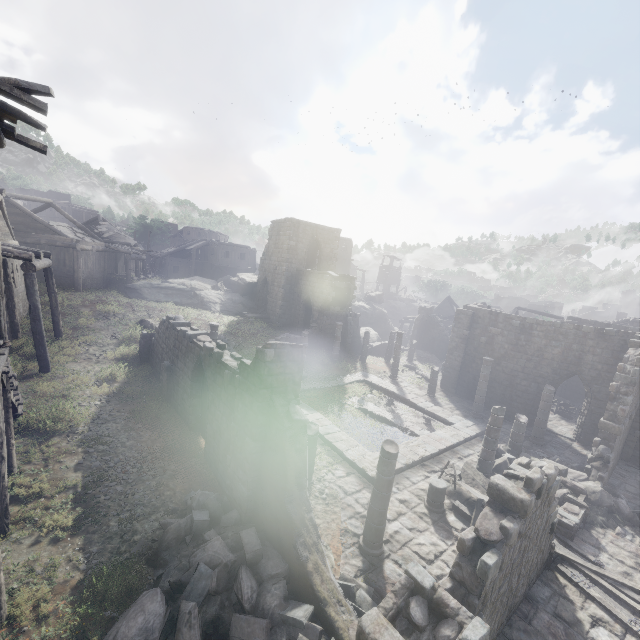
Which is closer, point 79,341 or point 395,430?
point 395,430

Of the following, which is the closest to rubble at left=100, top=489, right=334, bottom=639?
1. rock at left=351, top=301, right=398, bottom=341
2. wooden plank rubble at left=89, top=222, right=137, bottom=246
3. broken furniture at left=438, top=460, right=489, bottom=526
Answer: broken furniture at left=438, top=460, right=489, bottom=526

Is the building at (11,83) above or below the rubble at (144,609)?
above

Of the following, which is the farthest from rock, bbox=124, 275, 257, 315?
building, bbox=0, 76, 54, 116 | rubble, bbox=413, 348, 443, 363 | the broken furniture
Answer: the broken furniture

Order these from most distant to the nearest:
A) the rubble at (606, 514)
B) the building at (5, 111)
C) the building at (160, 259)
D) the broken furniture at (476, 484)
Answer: the rubble at (606, 514), the broken furniture at (476, 484), the building at (160, 259), the building at (5, 111)

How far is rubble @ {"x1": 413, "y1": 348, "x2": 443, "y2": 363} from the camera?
34.2m

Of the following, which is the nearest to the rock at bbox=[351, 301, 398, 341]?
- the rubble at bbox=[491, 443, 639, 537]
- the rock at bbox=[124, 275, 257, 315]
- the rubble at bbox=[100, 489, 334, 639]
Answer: the rock at bbox=[124, 275, 257, 315]

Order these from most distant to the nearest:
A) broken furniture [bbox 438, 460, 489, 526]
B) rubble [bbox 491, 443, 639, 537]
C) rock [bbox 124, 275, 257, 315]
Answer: rock [bbox 124, 275, 257, 315]
rubble [bbox 491, 443, 639, 537]
broken furniture [bbox 438, 460, 489, 526]
